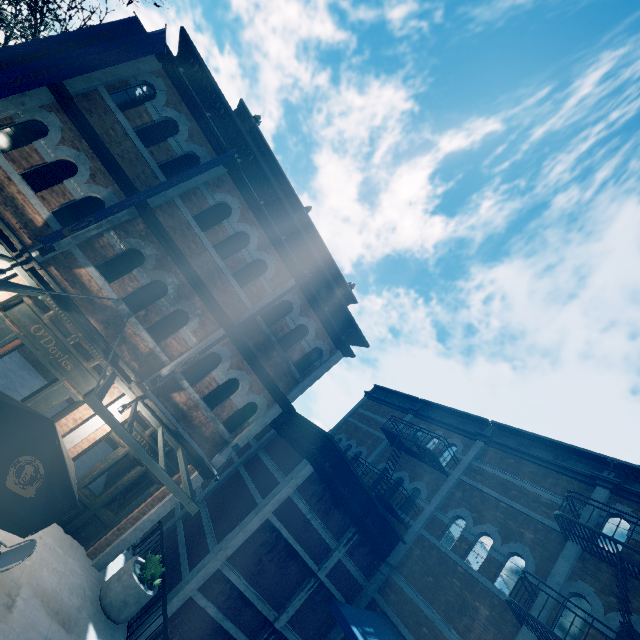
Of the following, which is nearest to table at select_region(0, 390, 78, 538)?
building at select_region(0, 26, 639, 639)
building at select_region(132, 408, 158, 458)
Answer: building at select_region(0, 26, 639, 639)

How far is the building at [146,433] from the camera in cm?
870

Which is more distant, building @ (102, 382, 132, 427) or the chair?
building @ (102, 382, 132, 427)

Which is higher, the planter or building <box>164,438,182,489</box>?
building <box>164,438,182,489</box>

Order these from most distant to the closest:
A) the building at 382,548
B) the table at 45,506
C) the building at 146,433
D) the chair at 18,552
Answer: the building at 146,433 → the building at 382,548 → the chair at 18,552 → the table at 45,506

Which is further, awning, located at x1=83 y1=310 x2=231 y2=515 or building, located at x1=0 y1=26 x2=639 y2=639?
building, located at x1=0 y1=26 x2=639 y2=639

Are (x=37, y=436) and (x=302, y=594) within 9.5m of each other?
yes

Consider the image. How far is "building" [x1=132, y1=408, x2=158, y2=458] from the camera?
8.7 meters
